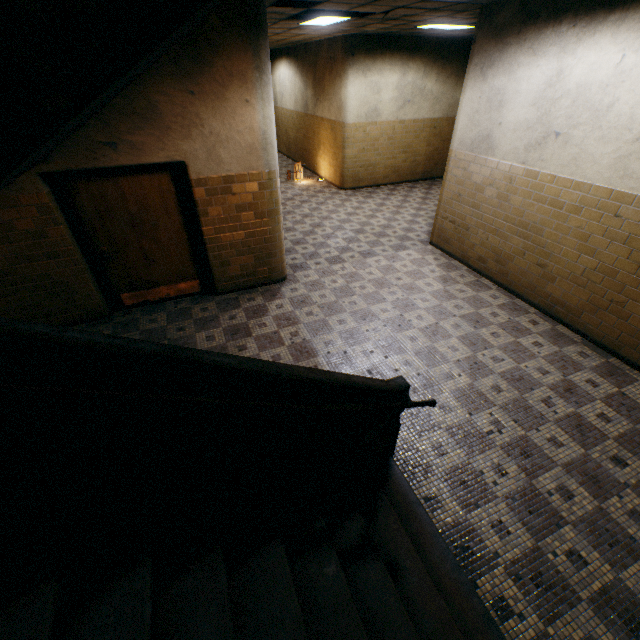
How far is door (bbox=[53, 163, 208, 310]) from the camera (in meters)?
4.37

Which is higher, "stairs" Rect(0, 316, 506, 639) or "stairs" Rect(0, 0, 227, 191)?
"stairs" Rect(0, 0, 227, 191)

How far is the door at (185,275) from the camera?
4.37m

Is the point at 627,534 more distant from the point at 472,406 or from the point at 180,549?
the point at 180,549

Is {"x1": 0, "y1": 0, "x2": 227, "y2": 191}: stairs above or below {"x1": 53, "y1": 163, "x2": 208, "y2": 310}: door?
above

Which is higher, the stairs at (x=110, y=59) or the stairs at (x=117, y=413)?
the stairs at (x=110, y=59)

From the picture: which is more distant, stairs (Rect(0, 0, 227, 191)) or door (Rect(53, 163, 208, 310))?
door (Rect(53, 163, 208, 310))
